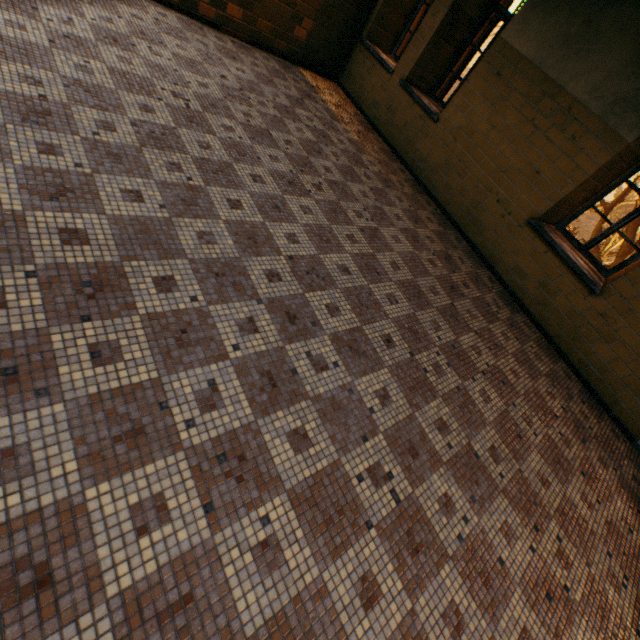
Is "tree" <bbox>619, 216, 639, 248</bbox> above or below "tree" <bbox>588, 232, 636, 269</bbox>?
above

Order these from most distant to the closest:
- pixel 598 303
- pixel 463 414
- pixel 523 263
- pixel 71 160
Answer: pixel 523 263, pixel 598 303, pixel 463 414, pixel 71 160

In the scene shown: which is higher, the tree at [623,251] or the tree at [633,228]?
the tree at [633,228]
